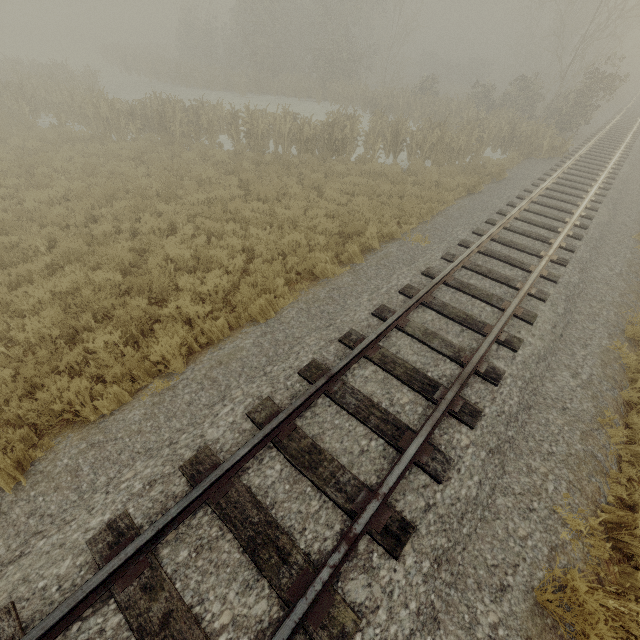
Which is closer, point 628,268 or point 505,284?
point 505,284
